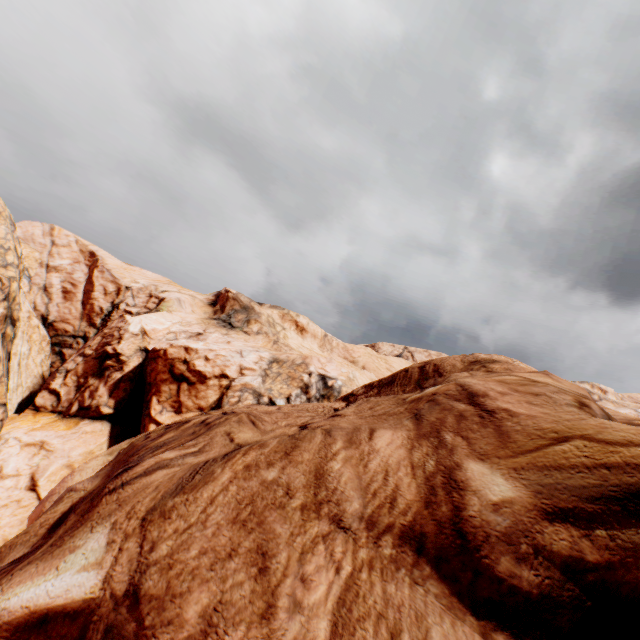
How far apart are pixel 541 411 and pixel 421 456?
2.64m
